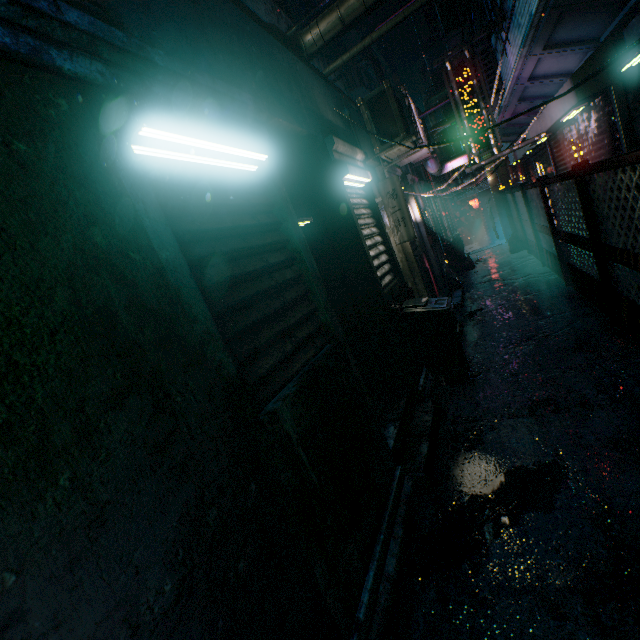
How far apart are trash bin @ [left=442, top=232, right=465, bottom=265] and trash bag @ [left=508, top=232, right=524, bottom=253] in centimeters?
118cm

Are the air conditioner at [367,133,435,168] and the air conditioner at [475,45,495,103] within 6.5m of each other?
yes

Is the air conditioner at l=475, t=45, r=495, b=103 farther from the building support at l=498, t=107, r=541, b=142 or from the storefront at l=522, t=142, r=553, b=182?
the storefront at l=522, t=142, r=553, b=182

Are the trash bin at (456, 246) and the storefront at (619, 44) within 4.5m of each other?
no

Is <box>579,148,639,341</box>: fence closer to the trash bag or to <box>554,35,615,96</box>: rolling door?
<box>554,35,615,96</box>: rolling door

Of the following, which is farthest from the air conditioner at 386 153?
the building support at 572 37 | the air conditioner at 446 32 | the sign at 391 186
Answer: the air conditioner at 446 32

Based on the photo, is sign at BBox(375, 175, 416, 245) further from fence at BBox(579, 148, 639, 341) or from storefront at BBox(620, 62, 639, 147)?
storefront at BBox(620, 62, 639, 147)

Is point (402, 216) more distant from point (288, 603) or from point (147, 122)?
point (288, 603)
